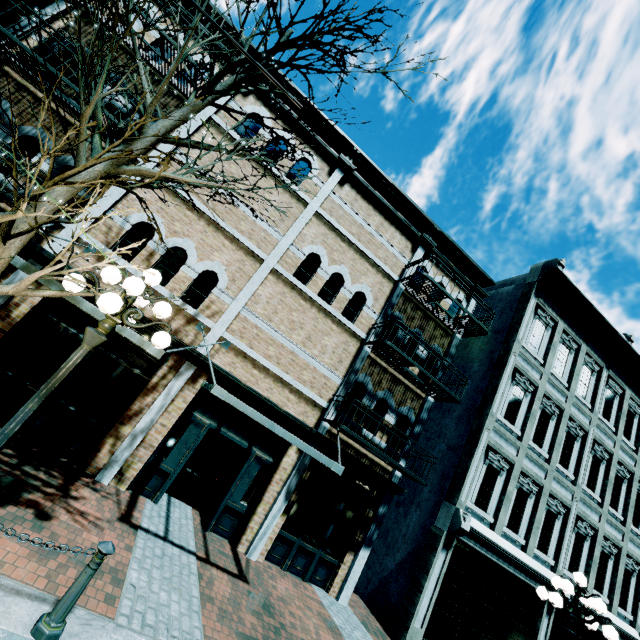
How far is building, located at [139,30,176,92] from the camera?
8.1m

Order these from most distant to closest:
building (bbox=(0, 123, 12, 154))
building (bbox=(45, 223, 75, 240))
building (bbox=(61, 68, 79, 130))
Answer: building (bbox=(45, 223, 75, 240))
building (bbox=(61, 68, 79, 130))
building (bbox=(0, 123, 12, 154))

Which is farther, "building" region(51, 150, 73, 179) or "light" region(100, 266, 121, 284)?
"building" region(51, 150, 73, 179)

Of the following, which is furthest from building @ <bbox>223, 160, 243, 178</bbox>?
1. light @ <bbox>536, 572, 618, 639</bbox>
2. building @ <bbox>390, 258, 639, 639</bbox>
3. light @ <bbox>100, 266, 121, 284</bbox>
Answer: light @ <bbox>100, 266, 121, 284</bbox>

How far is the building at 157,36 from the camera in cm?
809

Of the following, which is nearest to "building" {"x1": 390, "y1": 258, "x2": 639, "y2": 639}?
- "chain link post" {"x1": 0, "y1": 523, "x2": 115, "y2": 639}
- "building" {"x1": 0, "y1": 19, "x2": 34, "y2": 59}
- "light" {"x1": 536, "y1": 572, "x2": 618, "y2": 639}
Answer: "building" {"x1": 0, "y1": 19, "x2": 34, "y2": 59}

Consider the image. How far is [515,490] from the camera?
10.8m

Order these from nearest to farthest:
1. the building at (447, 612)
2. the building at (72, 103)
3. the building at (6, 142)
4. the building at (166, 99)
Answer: the building at (6, 142) < the building at (72, 103) < the building at (166, 99) < the building at (447, 612)
